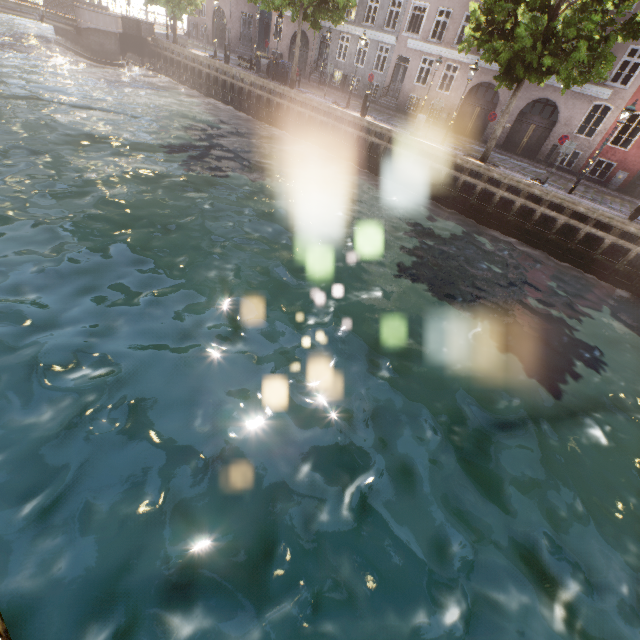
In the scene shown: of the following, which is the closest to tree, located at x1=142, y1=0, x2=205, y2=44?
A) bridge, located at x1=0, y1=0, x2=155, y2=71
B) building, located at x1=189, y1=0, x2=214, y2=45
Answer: bridge, located at x1=0, y1=0, x2=155, y2=71

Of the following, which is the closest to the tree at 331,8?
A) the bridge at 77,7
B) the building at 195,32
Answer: the bridge at 77,7

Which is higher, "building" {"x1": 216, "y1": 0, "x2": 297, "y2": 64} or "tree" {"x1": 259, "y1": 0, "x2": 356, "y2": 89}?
"tree" {"x1": 259, "y1": 0, "x2": 356, "y2": 89}

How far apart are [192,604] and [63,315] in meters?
5.7 m

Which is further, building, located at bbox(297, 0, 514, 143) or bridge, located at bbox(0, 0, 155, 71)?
bridge, located at bbox(0, 0, 155, 71)

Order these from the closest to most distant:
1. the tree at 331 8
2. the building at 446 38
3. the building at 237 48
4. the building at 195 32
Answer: Result:
1. the tree at 331 8
2. the building at 446 38
3. the building at 237 48
4. the building at 195 32

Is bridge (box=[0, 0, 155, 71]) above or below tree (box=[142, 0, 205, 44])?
below
